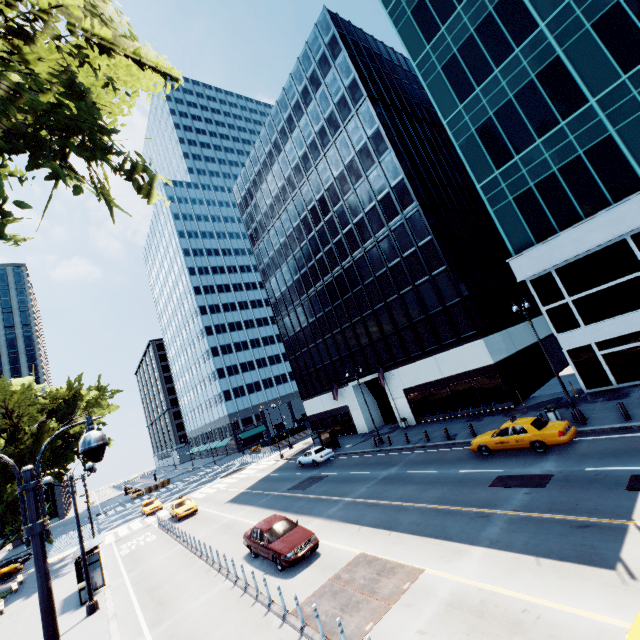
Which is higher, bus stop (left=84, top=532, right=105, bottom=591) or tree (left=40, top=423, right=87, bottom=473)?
tree (left=40, top=423, right=87, bottom=473)

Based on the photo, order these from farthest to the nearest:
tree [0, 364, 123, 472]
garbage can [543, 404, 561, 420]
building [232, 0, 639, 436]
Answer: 1. tree [0, 364, 123, 472]
2. building [232, 0, 639, 436]
3. garbage can [543, 404, 561, 420]

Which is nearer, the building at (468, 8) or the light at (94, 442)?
the light at (94, 442)

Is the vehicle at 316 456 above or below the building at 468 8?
below

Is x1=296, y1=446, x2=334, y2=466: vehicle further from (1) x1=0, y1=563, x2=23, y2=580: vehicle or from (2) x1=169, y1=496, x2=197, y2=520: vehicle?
(1) x1=0, y1=563, x2=23, y2=580: vehicle

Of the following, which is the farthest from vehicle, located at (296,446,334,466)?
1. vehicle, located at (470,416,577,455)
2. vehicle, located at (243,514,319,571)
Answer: vehicle, located at (470,416,577,455)

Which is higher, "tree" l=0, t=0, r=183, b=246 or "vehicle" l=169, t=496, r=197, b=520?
"tree" l=0, t=0, r=183, b=246

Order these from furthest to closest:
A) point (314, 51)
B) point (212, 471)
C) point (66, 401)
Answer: point (212, 471) < point (314, 51) < point (66, 401)
